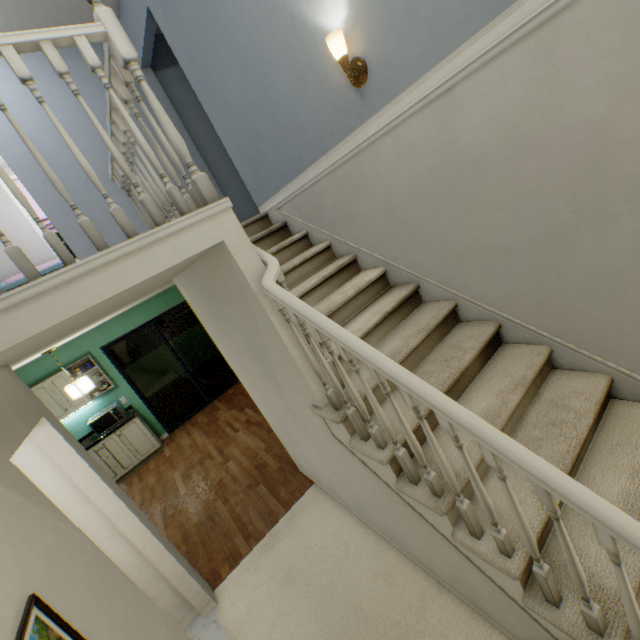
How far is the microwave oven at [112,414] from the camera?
5.50m

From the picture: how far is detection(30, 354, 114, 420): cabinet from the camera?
5.2m

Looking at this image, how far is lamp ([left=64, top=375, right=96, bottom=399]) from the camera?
4.0 meters

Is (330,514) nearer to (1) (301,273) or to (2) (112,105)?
(1) (301,273)

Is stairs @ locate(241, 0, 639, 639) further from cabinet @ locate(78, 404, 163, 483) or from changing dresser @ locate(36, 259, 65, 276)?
cabinet @ locate(78, 404, 163, 483)

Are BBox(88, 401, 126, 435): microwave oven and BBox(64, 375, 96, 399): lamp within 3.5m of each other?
yes

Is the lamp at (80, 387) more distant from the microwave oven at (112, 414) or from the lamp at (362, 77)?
the lamp at (362, 77)

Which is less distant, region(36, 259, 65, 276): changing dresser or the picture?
the picture
